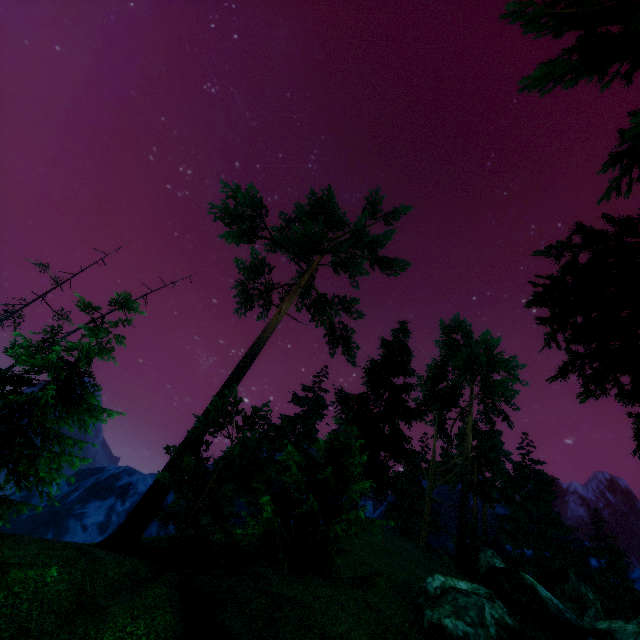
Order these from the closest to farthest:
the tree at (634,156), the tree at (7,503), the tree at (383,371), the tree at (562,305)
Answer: the tree at (634,156), the tree at (562,305), the tree at (7,503), the tree at (383,371)

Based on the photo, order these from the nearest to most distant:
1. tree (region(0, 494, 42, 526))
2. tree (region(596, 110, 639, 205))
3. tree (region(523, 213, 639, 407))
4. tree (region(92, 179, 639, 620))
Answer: tree (region(596, 110, 639, 205))
tree (region(523, 213, 639, 407))
tree (region(0, 494, 42, 526))
tree (region(92, 179, 639, 620))

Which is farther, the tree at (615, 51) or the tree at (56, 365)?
the tree at (56, 365)

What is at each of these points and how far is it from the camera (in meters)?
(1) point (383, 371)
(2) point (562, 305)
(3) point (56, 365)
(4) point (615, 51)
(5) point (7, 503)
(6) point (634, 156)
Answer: (1) tree, 24.02
(2) tree, 6.63
(3) tree, 12.25
(4) tree, 5.53
(5) tree, 10.12
(6) tree, 7.61

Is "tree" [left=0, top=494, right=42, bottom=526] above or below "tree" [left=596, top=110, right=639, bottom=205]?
below

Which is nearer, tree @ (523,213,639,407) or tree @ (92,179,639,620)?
tree @ (523,213,639,407)
